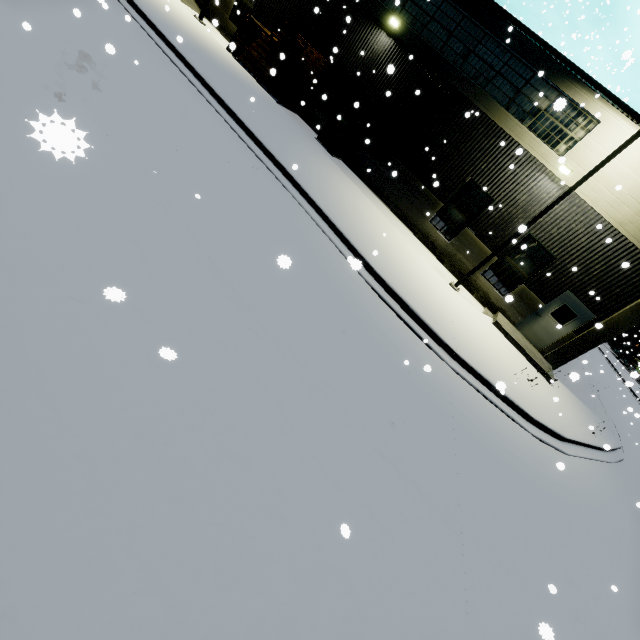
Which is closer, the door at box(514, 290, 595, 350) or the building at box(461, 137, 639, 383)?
the building at box(461, 137, 639, 383)

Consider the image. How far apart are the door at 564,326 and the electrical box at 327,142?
11.8m

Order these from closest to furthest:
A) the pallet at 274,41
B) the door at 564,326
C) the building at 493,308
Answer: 1. the building at 493,308
2. the door at 564,326
3. the pallet at 274,41

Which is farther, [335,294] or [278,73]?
[278,73]

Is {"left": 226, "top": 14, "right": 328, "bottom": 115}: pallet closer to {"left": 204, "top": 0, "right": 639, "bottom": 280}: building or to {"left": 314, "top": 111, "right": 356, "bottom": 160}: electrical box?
{"left": 204, "top": 0, "right": 639, "bottom": 280}: building

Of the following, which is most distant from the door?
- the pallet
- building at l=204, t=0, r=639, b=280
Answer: the pallet

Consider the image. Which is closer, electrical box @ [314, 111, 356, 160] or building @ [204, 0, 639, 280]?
building @ [204, 0, 639, 280]
